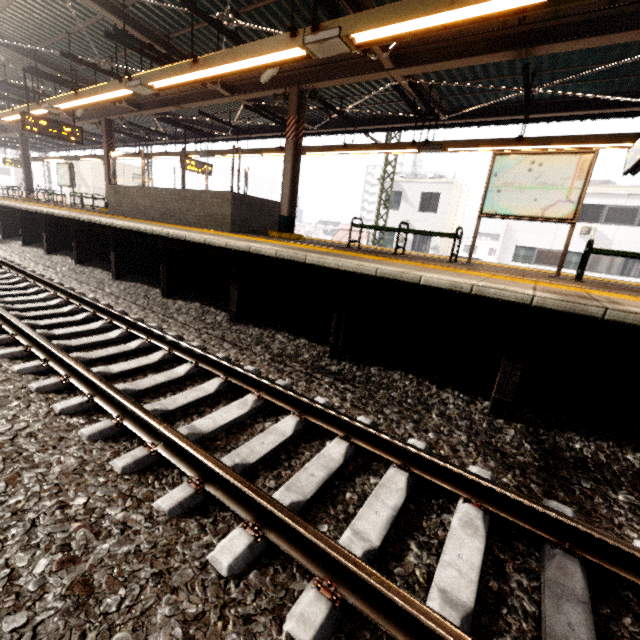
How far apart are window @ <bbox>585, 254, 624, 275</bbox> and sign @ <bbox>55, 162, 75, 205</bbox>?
30.0 meters

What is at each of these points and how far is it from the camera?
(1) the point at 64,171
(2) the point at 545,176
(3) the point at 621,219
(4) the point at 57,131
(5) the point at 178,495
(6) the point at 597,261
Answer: (1) sign, 15.9m
(2) sign, 5.4m
(3) window, 19.6m
(4) sign, 10.1m
(5) train track, 1.9m
(6) window, 20.6m

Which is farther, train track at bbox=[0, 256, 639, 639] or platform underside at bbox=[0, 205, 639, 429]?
platform underside at bbox=[0, 205, 639, 429]

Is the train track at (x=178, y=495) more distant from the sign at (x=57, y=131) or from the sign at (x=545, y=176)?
the sign at (x=545, y=176)

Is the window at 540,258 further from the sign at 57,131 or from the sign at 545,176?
the sign at 57,131

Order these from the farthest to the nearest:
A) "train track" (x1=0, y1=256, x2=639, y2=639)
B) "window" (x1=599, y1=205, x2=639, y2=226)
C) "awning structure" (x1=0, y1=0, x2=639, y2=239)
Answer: "window" (x1=599, y1=205, x2=639, y2=226)
"awning structure" (x1=0, y1=0, x2=639, y2=239)
"train track" (x1=0, y1=256, x2=639, y2=639)

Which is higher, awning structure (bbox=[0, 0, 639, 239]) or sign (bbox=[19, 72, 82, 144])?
awning structure (bbox=[0, 0, 639, 239])

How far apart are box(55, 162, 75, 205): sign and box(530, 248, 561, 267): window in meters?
27.8 m
